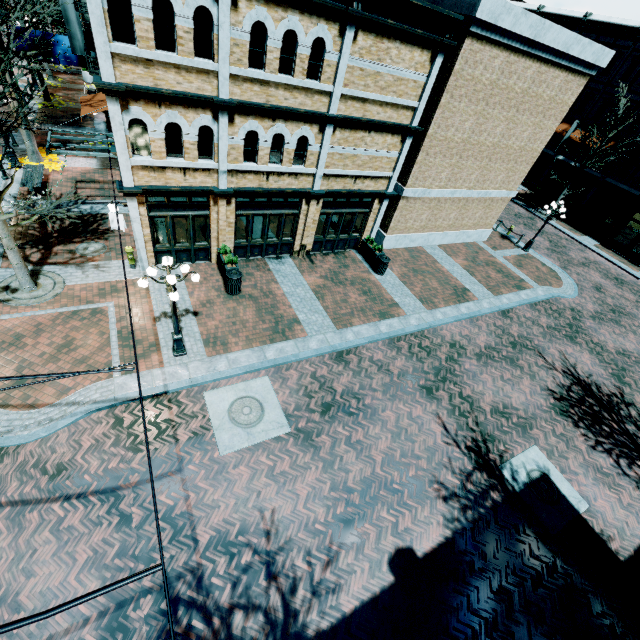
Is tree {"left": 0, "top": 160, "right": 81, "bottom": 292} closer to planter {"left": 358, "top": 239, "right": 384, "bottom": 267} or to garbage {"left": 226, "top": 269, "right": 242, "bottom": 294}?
garbage {"left": 226, "top": 269, "right": 242, "bottom": 294}

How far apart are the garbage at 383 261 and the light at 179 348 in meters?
9.4

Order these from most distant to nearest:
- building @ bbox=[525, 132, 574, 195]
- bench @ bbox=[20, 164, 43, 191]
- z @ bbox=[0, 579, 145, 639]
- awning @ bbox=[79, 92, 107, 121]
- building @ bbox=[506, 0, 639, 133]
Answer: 1. building @ bbox=[525, 132, 574, 195]
2. building @ bbox=[506, 0, 639, 133]
3. awning @ bbox=[79, 92, 107, 121]
4. bench @ bbox=[20, 164, 43, 191]
5. z @ bbox=[0, 579, 145, 639]

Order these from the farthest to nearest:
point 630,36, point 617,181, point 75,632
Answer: point 617,181, point 630,36, point 75,632

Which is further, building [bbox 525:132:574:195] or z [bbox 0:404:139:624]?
building [bbox 525:132:574:195]

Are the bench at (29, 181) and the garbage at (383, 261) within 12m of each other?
no

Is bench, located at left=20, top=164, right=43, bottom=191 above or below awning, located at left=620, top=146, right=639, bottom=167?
below

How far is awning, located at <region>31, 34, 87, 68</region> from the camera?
19.0 meters
